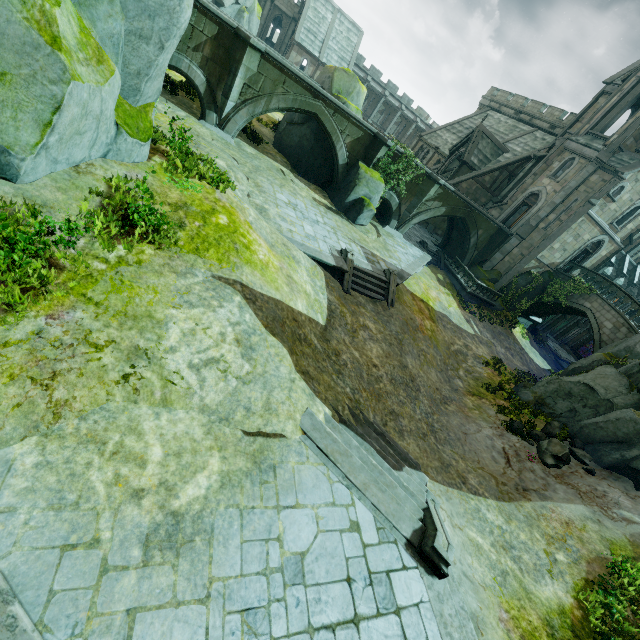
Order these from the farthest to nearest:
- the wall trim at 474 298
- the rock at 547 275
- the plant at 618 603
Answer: the rock at 547 275 → the wall trim at 474 298 → the plant at 618 603

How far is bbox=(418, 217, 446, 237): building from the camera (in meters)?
34.94

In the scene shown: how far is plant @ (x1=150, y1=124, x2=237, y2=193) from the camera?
9.9m

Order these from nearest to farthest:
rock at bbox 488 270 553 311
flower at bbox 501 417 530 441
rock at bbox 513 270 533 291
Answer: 1. flower at bbox 501 417 530 441
2. rock at bbox 513 270 533 291
3. rock at bbox 488 270 553 311

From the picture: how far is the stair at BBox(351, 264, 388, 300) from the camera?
16.22m

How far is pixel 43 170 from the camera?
6.8m

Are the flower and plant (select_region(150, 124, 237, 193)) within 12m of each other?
no

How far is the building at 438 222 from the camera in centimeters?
3494cm
